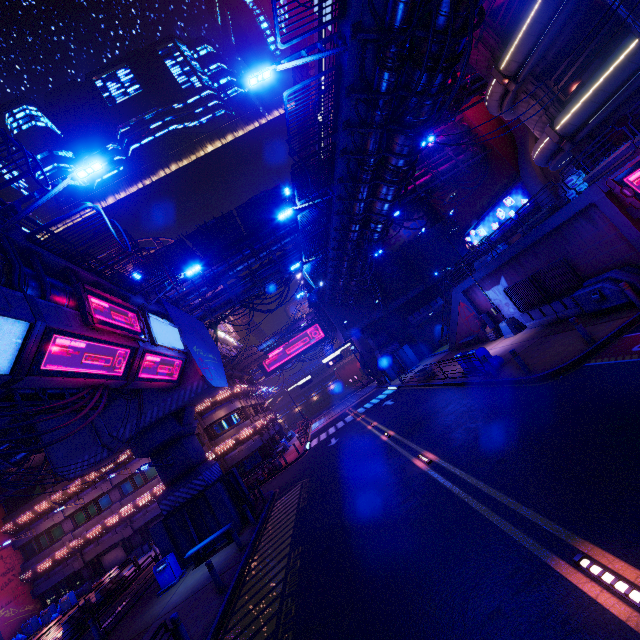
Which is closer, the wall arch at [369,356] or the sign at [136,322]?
the sign at [136,322]

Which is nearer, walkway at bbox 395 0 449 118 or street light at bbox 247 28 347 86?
walkway at bbox 395 0 449 118

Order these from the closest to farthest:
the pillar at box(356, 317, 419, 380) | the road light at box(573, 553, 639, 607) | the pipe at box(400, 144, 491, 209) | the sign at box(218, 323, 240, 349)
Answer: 1. the road light at box(573, 553, 639, 607)
2. the pipe at box(400, 144, 491, 209)
3. the pillar at box(356, 317, 419, 380)
4. the sign at box(218, 323, 240, 349)

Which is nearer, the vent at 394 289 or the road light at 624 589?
the road light at 624 589

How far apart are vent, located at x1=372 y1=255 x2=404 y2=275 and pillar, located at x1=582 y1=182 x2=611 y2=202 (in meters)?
27.68

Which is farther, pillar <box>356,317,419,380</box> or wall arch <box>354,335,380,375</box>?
wall arch <box>354,335,380,375</box>

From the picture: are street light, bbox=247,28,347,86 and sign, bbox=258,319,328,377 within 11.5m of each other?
no

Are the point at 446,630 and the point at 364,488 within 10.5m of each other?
yes
